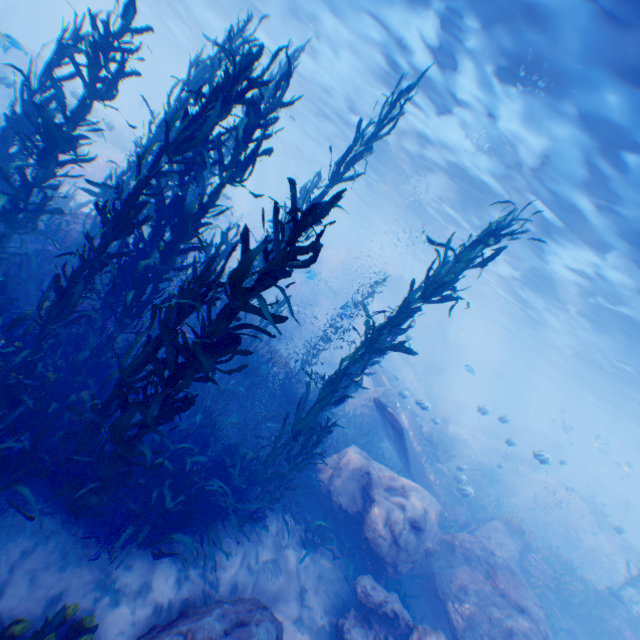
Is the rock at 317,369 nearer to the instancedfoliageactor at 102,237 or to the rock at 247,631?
the instancedfoliageactor at 102,237

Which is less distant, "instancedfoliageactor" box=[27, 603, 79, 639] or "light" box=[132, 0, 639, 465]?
"instancedfoliageactor" box=[27, 603, 79, 639]

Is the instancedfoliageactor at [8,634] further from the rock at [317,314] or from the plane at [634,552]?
the plane at [634,552]

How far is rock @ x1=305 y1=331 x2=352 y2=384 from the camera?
12.12m

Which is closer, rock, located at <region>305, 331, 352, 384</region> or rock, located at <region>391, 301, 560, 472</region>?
rock, located at <region>305, 331, 352, 384</region>

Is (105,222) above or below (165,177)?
below

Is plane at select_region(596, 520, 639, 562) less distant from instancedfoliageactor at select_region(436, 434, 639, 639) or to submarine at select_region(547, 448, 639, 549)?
submarine at select_region(547, 448, 639, 549)
